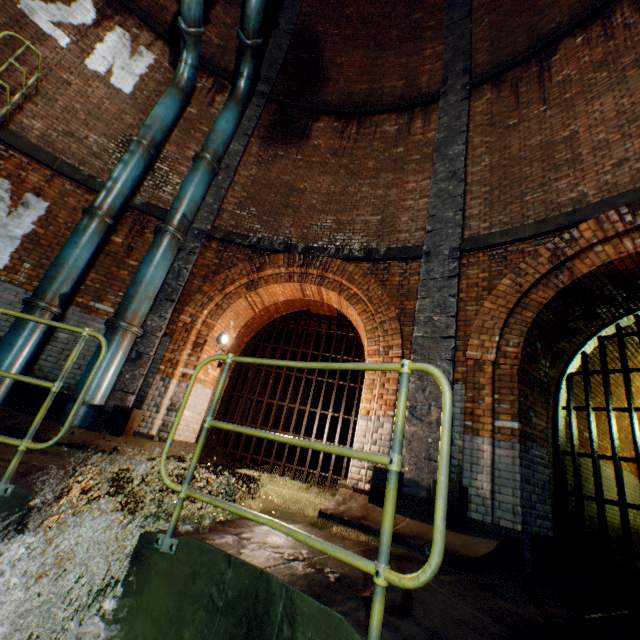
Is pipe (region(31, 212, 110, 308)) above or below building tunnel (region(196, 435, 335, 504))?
above

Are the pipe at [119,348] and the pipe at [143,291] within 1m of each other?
yes

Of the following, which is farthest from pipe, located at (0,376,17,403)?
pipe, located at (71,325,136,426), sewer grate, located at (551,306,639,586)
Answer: sewer grate, located at (551,306,639,586)

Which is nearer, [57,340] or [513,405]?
[513,405]

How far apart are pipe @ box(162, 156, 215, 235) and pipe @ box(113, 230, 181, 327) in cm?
7

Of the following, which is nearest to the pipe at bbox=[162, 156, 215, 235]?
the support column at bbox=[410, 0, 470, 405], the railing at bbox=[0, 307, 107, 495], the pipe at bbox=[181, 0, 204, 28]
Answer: the pipe at bbox=[181, 0, 204, 28]

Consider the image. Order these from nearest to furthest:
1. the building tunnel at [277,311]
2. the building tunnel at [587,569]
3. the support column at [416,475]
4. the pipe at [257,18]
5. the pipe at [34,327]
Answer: the building tunnel at [587,569], the support column at [416,475], the pipe at [34,327], the pipe at [257,18], the building tunnel at [277,311]

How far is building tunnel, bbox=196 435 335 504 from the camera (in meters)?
5.91
